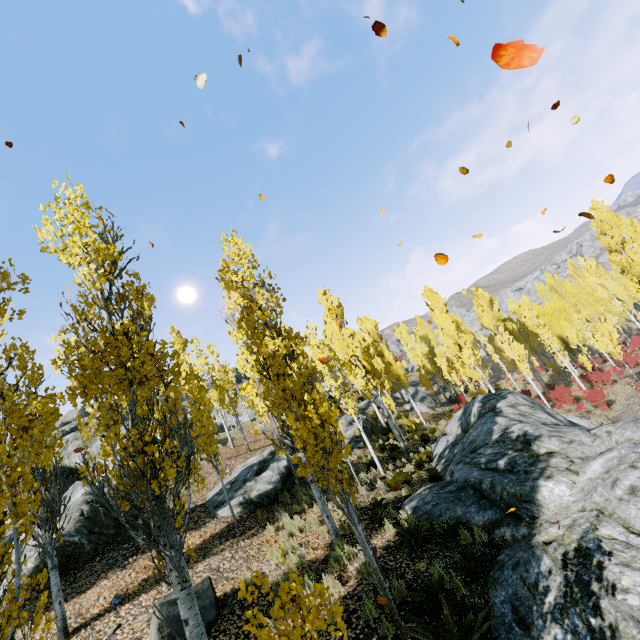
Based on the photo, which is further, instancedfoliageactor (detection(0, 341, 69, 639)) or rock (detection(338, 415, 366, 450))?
rock (detection(338, 415, 366, 450))

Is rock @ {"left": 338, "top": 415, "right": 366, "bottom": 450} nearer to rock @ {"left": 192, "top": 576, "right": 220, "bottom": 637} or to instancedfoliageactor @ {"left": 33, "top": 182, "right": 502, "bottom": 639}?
instancedfoliageactor @ {"left": 33, "top": 182, "right": 502, "bottom": 639}

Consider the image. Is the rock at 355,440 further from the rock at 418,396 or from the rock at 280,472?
the rock at 418,396

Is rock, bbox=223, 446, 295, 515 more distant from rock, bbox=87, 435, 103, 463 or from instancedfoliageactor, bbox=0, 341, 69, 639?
rock, bbox=87, 435, 103, 463

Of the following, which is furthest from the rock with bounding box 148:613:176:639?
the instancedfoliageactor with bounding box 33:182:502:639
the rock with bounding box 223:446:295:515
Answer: the rock with bounding box 223:446:295:515

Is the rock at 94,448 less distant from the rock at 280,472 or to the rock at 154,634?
the rock at 280,472

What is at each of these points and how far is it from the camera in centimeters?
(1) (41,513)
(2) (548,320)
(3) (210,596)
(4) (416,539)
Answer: (1) instancedfoliageactor, 784cm
(2) instancedfoliageactor, 3753cm
(3) rock, 683cm
(4) instancedfoliageactor, 790cm

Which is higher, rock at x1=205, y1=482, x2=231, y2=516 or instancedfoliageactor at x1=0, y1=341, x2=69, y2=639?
instancedfoliageactor at x1=0, y1=341, x2=69, y2=639
